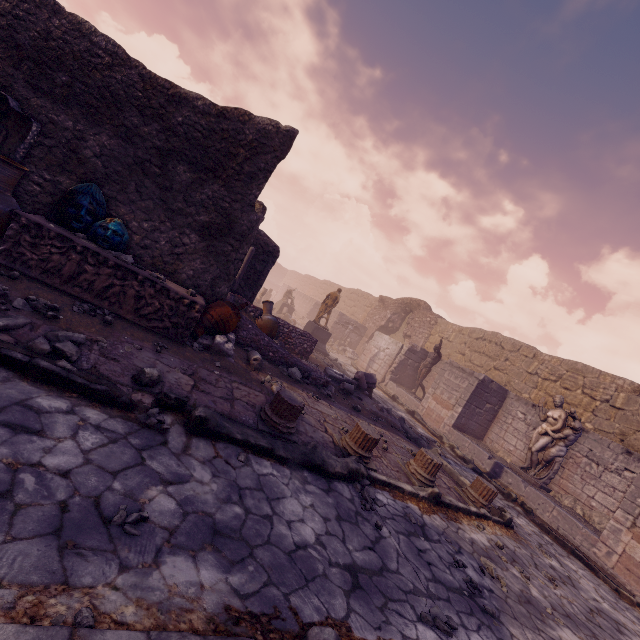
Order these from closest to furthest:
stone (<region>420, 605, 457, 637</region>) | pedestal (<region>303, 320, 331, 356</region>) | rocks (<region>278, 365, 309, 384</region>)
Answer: stone (<region>420, 605, 457, 637</region>) → rocks (<region>278, 365, 309, 384</region>) → pedestal (<region>303, 320, 331, 356</region>)

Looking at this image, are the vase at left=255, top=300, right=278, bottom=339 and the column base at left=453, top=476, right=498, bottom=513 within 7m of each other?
yes

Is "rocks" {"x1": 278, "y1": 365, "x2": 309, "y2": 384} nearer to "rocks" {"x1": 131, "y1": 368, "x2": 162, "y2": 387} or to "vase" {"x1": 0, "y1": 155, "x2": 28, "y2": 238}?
"rocks" {"x1": 131, "y1": 368, "x2": 162, "y2": 387}

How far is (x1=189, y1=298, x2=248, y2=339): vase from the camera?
6.0m

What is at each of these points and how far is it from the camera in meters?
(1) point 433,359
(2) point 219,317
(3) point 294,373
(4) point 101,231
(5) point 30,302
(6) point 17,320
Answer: (1) sculpture, 15.1
(2) vase, 6.1
(3) rocks, 7.9
(4) face mask, 5.3
(5) stone, 4.0
(6) rocks, 3.5

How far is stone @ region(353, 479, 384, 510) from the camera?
4.2 meters

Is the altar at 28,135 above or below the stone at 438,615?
above

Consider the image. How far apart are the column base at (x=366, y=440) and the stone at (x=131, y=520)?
3.3m
